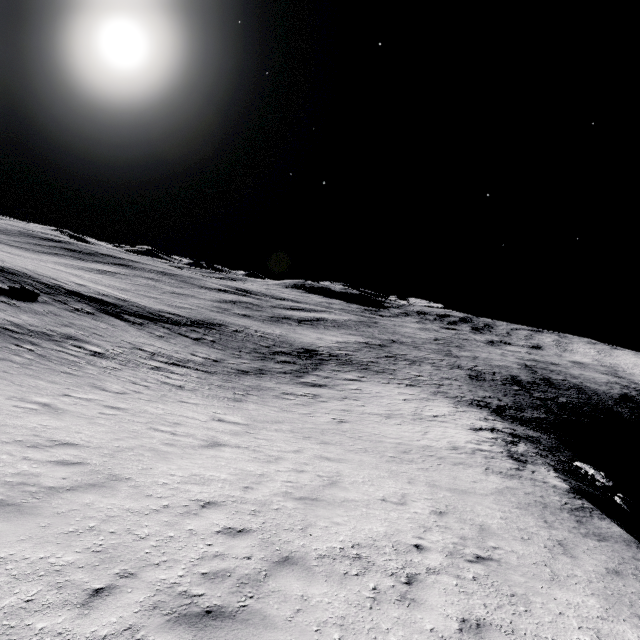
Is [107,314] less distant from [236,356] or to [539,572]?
[236,356]
